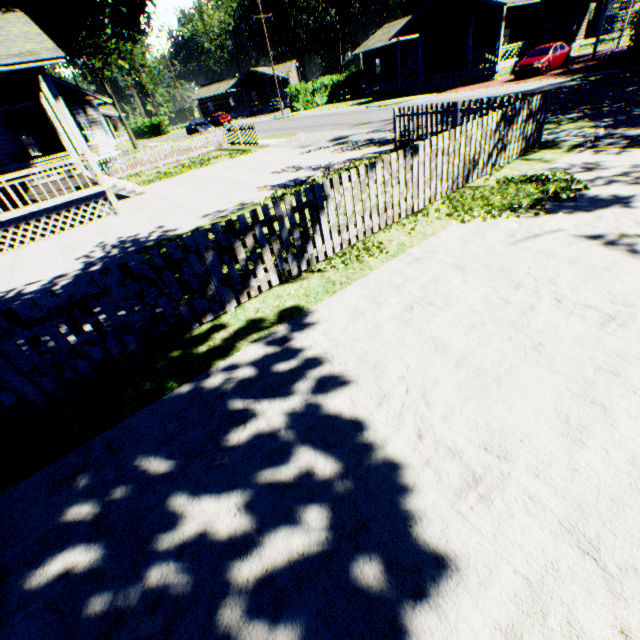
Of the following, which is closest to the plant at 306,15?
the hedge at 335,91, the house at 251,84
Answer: the hedge at 335,91

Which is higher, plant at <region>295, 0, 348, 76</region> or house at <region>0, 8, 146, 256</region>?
plant at <region>295, 0, 348, 76</region>

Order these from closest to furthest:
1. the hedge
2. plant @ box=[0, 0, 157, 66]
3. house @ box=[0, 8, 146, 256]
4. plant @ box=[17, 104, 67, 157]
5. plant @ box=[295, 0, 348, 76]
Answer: house @ box=[0, 8, 146, 256]
plant @ box=[0, 0, 157, 66]
plant @ box=[17, 104, 67, 157]
the hedge
plant @ box=[295, 0, 348, 76]

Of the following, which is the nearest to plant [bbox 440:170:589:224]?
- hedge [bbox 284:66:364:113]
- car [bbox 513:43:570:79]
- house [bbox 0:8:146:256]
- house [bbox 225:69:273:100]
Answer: house [bbox 0:8:146:256]

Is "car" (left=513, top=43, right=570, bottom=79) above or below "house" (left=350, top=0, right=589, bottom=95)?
below

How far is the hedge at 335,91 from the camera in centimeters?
3950cm

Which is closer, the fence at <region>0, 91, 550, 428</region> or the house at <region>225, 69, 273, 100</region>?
the fence at <region>0, 91, 550, 428</region>

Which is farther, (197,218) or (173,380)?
(197,218)
